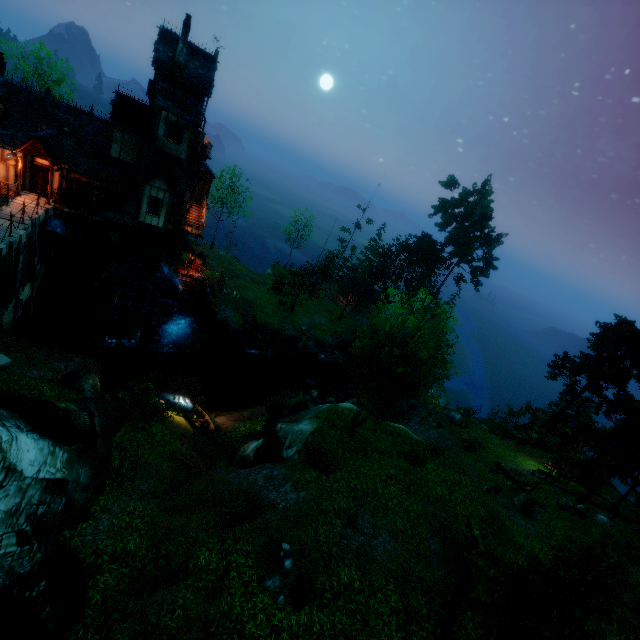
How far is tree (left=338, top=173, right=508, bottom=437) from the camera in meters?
15.8 m

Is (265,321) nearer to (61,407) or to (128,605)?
(61,407)

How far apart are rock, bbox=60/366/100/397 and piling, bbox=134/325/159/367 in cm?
912

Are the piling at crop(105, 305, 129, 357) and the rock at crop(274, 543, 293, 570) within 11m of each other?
no

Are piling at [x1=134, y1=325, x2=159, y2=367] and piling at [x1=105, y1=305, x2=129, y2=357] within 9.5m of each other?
yes

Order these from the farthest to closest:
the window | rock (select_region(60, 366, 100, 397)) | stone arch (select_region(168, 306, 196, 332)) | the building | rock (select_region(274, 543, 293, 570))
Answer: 1. stone arch (select_region(168, 306, 196, 332))
2. the window
3. the building
4. rock (select_region(60, 366, 100, 397))
5. rock (select_region(274, 543, 293, 570))

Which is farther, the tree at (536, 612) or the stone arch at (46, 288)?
the stone arch at (46, 288)

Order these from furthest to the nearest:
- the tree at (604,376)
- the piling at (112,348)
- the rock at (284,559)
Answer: the piling at (112,348) → the tree at (604,376) → the rock at (284,559)
